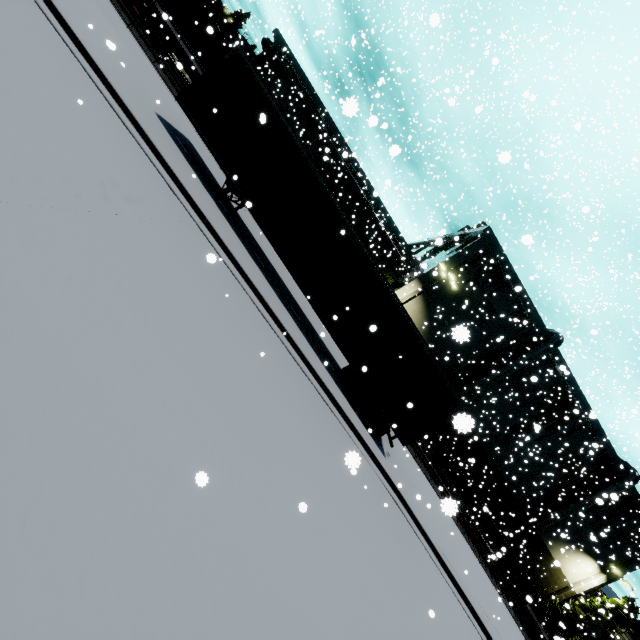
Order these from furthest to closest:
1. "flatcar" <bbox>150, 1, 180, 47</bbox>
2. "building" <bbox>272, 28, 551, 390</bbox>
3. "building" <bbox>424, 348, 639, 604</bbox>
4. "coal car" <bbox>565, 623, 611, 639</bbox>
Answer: "building" <bbox>424, 348, 639, 604</bbox> < "building" <bbox>272, 28, 551, 390</bbox> < "coal car" <bbox>565, 623, 611, 639</bbox> < "flatcar" <bbox>150, 1, 180, 47</bbox>

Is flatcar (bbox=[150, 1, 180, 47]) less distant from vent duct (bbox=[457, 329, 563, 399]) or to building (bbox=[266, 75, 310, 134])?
vent duct (bbox=[457, 329, 563, 399])

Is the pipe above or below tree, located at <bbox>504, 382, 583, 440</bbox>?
below

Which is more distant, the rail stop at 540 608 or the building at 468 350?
the rail stop at 540 608

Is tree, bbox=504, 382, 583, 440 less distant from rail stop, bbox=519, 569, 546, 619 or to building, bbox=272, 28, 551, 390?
building, bbox=272, 28, 551, 390

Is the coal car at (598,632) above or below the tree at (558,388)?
below

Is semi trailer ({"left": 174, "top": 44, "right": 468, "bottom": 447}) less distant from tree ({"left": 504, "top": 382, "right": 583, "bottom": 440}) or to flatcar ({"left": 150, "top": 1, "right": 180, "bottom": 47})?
tree ({"left": 504, "top": 382, "right": 583, "bottom": 440})

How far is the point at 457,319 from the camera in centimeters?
3177cm
